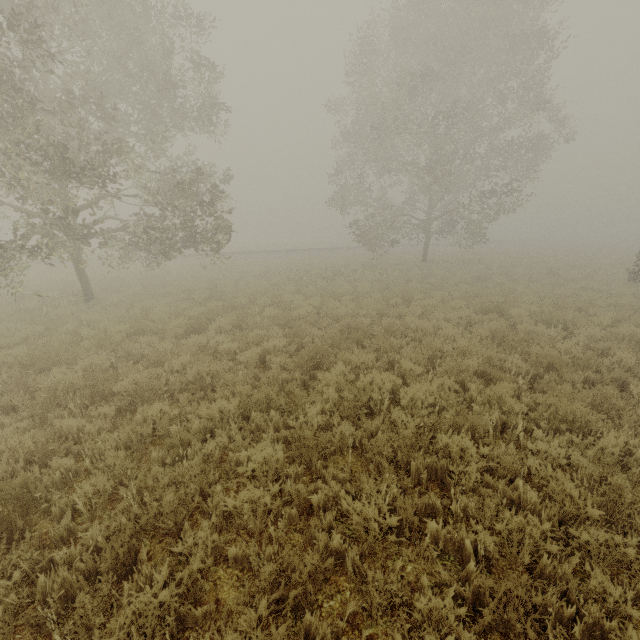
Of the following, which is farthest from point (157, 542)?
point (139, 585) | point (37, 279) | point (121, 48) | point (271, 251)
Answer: point (271, 251)

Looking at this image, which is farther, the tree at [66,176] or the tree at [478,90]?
the tree at [478,90]

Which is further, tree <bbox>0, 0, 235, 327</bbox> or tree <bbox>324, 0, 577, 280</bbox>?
tree <bbox>324, 0, 577, 280</bbox>
